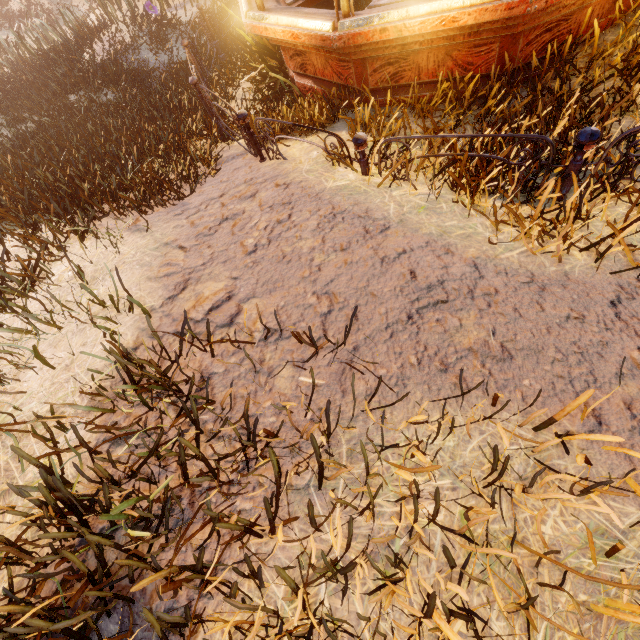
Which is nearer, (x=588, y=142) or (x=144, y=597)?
(x=144, y=597)

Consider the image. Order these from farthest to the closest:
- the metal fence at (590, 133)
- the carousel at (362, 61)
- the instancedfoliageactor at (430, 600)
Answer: the carousel at (362, 61) < the metal fence at (590, 133) < the instancedfoliageactor at (430, 600)

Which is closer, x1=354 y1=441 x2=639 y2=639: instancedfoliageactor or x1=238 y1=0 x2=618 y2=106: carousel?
x1=354 y1=441 x2=639 y2=639: instancedfoliageactor

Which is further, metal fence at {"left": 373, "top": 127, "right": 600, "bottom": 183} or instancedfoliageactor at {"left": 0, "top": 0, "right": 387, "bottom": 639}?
metal fence at {"left": 373, "top": 127, "right": 600, "bottom": 183}

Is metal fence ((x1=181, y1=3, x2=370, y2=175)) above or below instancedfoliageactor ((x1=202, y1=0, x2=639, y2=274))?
above

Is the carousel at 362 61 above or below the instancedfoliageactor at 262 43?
above
